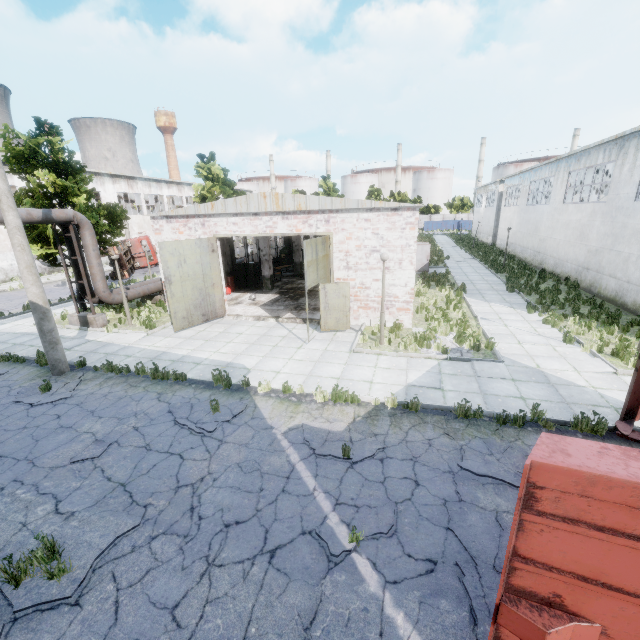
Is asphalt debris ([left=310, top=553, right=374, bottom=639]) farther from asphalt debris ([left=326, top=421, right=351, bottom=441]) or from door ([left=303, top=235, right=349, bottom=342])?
door ([left=303, top=235, right=349, bottom=342])

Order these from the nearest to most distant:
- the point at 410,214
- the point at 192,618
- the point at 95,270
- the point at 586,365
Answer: the point at 192,618 → the point at 586,365 → the point at 410,214 → the point at 95,270

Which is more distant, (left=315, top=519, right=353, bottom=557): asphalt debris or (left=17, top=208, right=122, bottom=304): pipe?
(left=17, top=208, right=122, bottom=304): pipe

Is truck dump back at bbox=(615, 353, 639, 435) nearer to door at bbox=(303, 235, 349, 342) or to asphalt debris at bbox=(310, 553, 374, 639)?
asphalt debris at bbox=(310, 553, 374, 639)

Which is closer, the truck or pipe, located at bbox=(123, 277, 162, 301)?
pipe, located at bbox=(123, 277, 162, 301)

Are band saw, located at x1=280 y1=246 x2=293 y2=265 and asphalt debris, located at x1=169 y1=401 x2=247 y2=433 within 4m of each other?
no

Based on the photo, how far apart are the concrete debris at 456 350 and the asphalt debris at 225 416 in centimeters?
641cm

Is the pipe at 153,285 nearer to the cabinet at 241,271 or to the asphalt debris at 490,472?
the cabinet at 241,271
